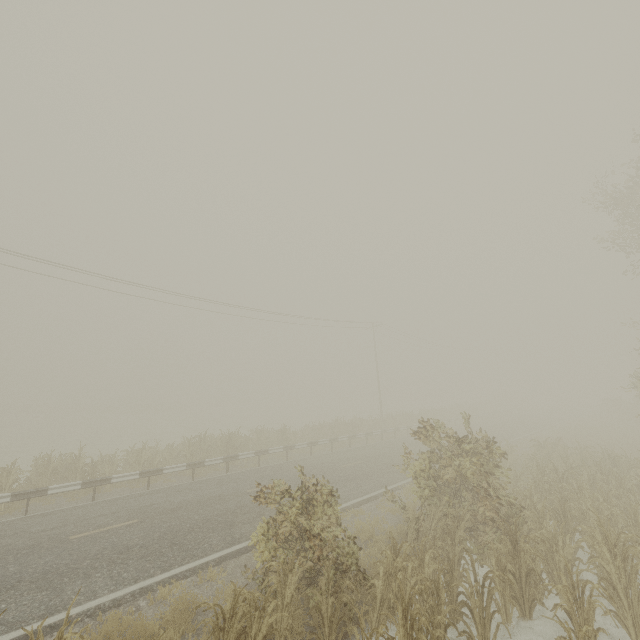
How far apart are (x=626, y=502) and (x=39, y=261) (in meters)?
28.19
